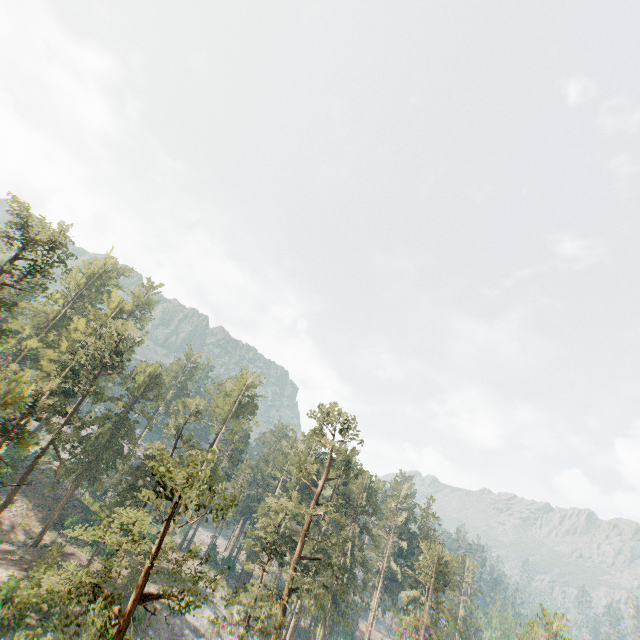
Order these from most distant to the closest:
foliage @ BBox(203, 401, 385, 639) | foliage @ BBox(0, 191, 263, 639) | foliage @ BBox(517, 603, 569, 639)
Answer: foliage @ BBox(517, 603, 569, 639) < foliage @ BBox(203, 401, 385, 639) < foliage @ BBox(0, 191, 263, 639)

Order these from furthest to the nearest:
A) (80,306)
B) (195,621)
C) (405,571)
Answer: (80,306), (195,621), (405,571)

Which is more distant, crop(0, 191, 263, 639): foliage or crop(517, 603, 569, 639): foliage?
crop(517, 603, 569, 639): foliage

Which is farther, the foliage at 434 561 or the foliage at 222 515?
the foliage at 434 561

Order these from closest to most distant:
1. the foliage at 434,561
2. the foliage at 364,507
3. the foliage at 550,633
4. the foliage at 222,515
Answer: the foliage at 222,515, the foliage at 364,507, the foliage at 434,561, the foliage at 550,633
